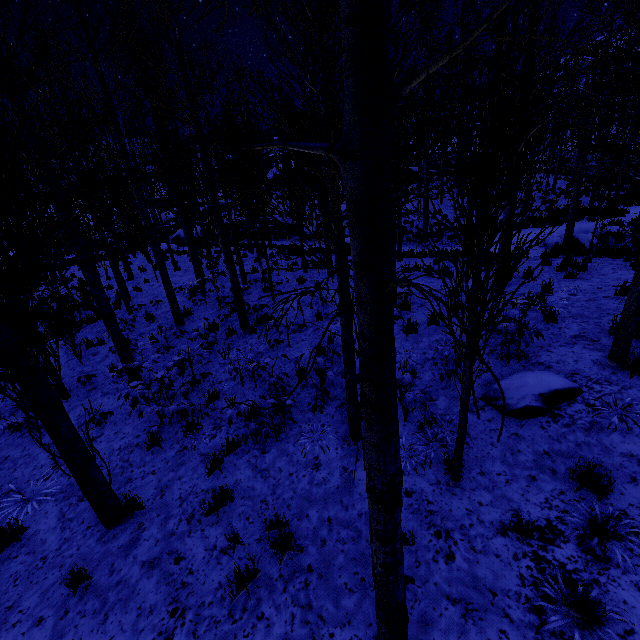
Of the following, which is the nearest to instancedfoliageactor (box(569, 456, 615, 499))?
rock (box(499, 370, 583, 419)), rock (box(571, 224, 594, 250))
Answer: rock (box(499, 370, 583, 419))

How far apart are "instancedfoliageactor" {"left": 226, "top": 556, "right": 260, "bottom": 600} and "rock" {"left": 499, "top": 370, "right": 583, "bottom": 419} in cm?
400

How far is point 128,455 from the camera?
5.9 meters

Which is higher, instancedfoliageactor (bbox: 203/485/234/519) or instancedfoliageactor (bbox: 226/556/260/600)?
instancedfoliageactor (bbox: 226/556/260/600)

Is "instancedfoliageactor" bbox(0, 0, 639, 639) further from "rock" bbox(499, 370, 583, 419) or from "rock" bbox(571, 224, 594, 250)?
"rock" bbox(571, 224, 594, 250)

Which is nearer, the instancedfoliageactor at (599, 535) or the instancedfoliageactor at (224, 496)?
the instancedfoliageactor at (599, 535)

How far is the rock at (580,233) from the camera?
13.81m

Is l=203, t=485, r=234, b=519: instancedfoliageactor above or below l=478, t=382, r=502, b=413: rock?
below
